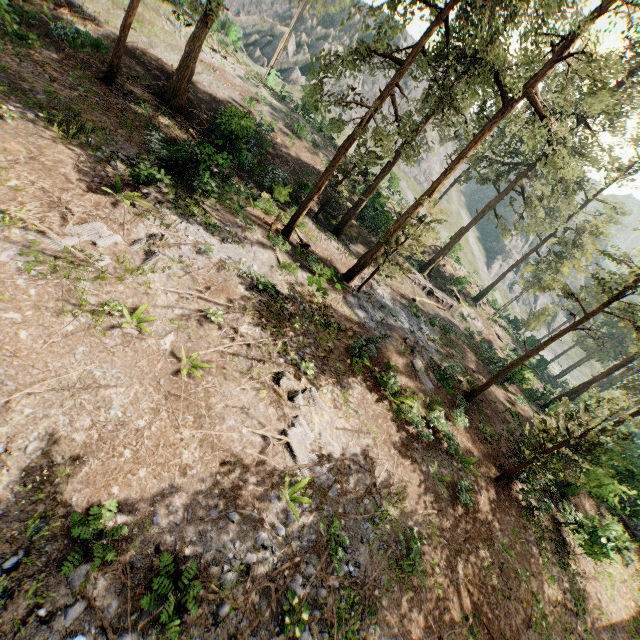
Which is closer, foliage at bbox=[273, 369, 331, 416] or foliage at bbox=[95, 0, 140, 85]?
foliage at bbox=[273, 369, 331, 416]

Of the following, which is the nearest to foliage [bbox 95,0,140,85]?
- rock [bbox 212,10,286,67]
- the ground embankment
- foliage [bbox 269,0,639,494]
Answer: foliage [bbox 269,0,639,494]

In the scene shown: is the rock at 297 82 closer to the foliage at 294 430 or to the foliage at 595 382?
the foliage at 294 430

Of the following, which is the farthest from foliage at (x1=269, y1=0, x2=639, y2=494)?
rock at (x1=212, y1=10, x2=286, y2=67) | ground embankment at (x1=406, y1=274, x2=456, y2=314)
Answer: rock at (x1=212, y1=10, x2=286, y2=67)

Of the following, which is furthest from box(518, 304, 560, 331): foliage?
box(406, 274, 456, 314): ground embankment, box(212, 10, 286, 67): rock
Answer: box(212, 10, 286, 67): rock

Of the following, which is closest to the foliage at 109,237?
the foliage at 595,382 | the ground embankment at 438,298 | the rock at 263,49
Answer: the foliage at 595,382

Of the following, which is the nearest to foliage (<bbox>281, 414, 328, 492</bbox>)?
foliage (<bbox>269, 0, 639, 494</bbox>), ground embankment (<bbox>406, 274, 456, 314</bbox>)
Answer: foliage (<bbox>269, 0, 639, 494</bbox>)

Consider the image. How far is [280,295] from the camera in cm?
1448
